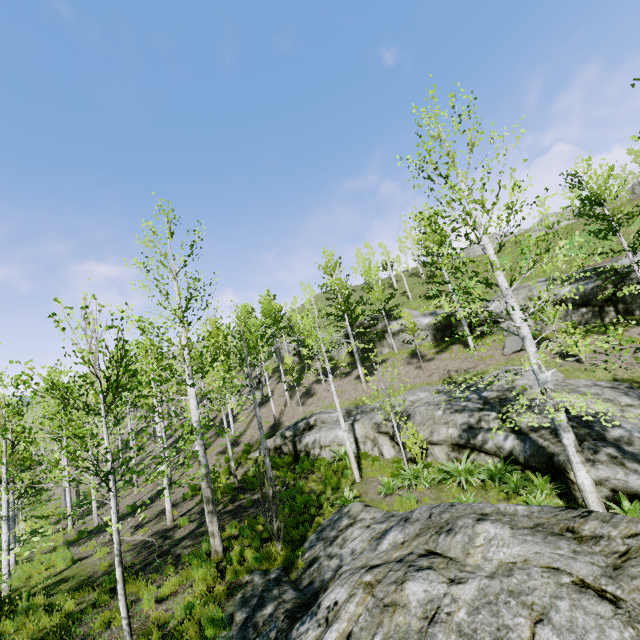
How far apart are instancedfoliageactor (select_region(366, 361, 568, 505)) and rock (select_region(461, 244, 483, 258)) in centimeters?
4067cm

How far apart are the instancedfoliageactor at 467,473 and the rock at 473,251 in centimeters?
4067cm

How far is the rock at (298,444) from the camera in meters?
17.0

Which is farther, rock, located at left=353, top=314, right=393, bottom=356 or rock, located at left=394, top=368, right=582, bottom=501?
rock, located at left=353, top=314, right=393, bottom=356

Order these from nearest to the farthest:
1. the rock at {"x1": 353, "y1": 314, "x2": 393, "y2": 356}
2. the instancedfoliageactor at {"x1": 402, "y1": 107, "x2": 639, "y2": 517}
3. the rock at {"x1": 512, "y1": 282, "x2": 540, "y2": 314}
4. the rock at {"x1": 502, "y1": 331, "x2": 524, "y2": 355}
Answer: the instancedfoliageactor at {"x1": 402, "y1": 107, "x2": 639, "y2": 517}, the rock at {"x1": 502, "y1": 331, "x2": 524, "y2": 355}, the rock at {"x1": 512, "y1": 282, "x2": 540, "y2": 314}, the rock at {"x1": 353, "y1": 314, "x2": 393, "y2": 356}

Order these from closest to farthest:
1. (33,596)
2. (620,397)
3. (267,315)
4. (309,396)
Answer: (33,596) < (620,397) < (309,396) < (267,315)

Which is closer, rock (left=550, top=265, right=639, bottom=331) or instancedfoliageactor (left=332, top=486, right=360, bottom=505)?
instancedfoliageactor (left=332, top=486, right=360, bottom=505)

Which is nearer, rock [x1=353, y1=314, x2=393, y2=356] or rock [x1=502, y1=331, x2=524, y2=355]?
rock [x1=502, y1=331, x2=524, y2=355]
